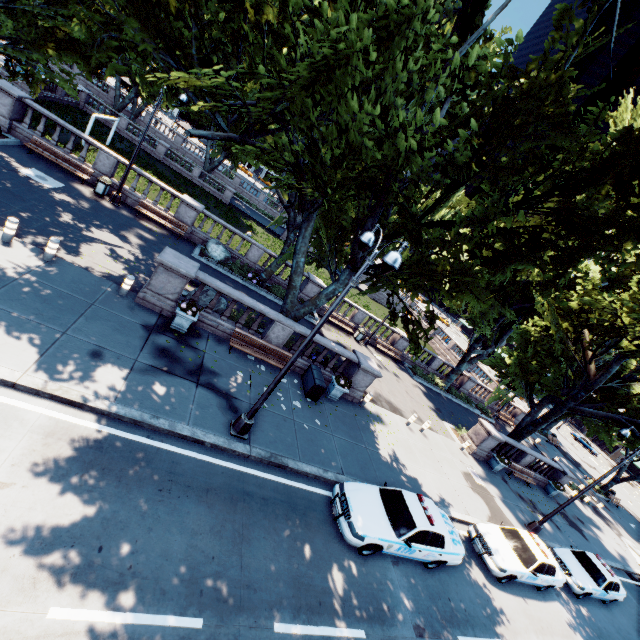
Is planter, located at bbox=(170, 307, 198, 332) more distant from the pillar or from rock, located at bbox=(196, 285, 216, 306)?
the pillar

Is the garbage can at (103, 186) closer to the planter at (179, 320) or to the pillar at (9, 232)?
the pillar at (9, 232)

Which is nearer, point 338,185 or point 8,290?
point 8,290

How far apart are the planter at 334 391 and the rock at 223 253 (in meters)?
10.73

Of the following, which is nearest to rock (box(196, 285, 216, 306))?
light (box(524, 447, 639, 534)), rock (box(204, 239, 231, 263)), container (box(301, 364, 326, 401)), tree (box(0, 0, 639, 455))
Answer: tree (box(0, 0, 639, 455))

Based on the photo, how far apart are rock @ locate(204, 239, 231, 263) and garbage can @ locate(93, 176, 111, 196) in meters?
5.9 m

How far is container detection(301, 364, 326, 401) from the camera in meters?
14.1

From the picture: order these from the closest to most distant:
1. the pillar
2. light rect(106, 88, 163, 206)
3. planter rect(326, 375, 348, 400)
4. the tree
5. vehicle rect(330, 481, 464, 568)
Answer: the tree, vehicle rect(330, 481, 464, 568), the pillar, planter rect(326, 375, 348, 400), light rect(106, 88, 163, 206)
